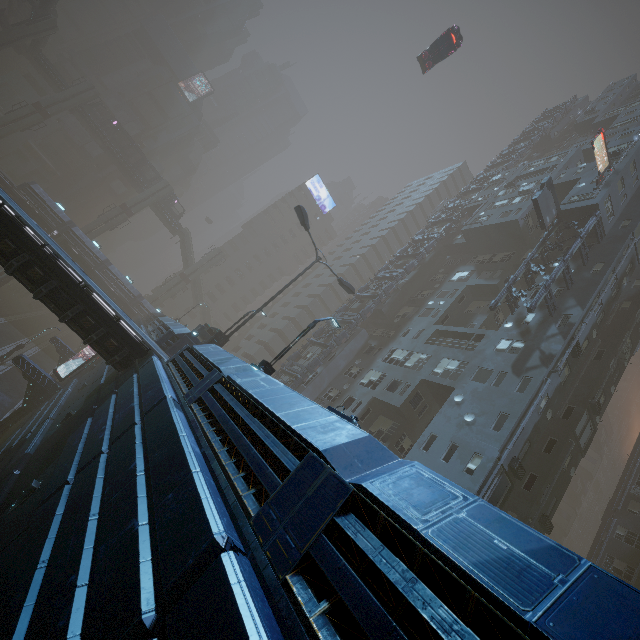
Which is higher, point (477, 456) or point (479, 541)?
point (477, 456)

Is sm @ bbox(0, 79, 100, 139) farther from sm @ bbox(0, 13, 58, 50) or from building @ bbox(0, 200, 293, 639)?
building @ bbox(0, 200, 293, 639)

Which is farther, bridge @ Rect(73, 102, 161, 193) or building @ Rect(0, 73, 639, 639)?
bridge @ Rect(73, 102, 161, 193)

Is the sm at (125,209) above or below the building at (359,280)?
below

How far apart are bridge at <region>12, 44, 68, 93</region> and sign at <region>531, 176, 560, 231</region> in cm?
6556

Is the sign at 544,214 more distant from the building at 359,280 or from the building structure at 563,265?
the building at 359,280

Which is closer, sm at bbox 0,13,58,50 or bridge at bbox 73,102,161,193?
sm at bbox 0,13,58,50

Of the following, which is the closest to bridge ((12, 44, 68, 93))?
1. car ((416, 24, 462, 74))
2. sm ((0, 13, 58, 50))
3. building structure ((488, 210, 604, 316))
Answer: sm ((0, 13, 58, 50))
